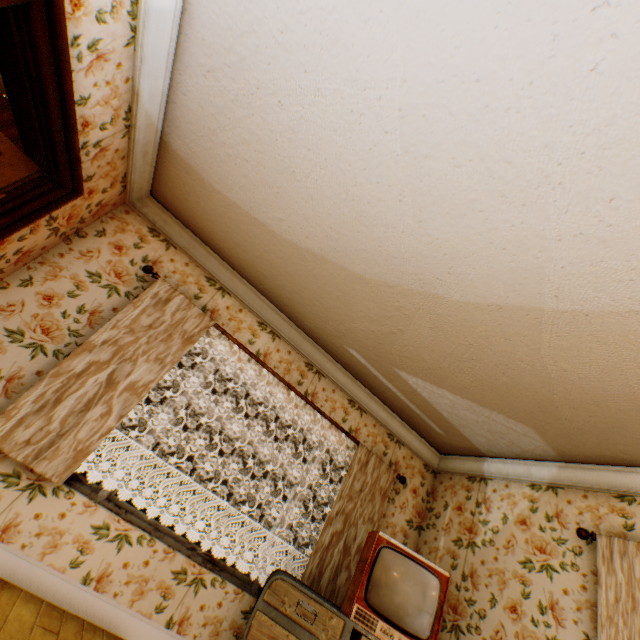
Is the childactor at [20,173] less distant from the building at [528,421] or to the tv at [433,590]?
the building at [528,421]

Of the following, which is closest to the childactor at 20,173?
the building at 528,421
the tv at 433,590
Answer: the building at 528,421

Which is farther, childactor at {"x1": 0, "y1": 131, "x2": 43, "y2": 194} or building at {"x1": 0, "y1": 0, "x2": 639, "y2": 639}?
childactor at {"x1": 0, "y1": 131, "x2": 43, "y2": 194}

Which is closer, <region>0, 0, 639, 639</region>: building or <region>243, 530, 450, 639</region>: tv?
<region>0, 0, 639, 639</region>: building

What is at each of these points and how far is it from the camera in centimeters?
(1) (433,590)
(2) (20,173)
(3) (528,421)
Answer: (1) tv, 267cm
(2) childactor, 232cm
(3) building, 334cm

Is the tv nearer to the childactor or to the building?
the building

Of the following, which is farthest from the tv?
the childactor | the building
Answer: the childactor
